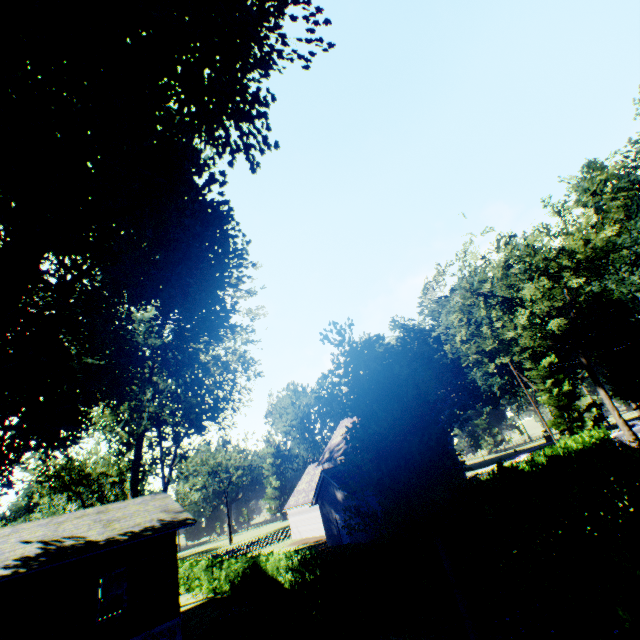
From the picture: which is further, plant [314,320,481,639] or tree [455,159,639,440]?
tree [455,159,639,440]

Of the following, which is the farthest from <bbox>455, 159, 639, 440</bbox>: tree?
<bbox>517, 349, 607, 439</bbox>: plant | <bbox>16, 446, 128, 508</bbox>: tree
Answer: <bbox>16, 446, 128, 508</bbox>: tree

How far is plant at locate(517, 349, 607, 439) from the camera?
45.2 meters

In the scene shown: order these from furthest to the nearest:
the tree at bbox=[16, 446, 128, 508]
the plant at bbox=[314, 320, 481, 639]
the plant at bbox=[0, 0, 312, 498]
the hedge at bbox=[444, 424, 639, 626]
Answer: the tree at bbox=[16, 446, 128, 508], the plant at bbox=[314, 320, 481, 639], the plant at bbox=[0, 0, 312, 498], the hedge at bbox=[444, 424, 639, 626]

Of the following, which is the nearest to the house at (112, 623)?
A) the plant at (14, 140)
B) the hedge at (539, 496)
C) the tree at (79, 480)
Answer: the plant at (14, 140)

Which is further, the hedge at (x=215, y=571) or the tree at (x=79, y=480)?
the tree at (x=79, y=480)

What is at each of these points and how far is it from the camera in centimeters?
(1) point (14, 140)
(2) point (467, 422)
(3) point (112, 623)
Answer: (1) plant, 843cm
(2) plant, 930cm
(3) house, 1284cm

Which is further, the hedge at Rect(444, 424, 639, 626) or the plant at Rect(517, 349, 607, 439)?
the plant at Rect(517, 349, 607, 439)
